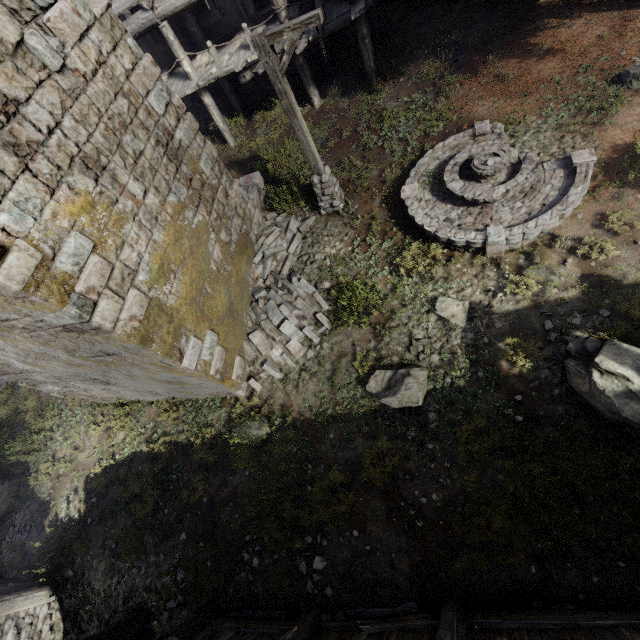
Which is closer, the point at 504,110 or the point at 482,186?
the point at 482,186

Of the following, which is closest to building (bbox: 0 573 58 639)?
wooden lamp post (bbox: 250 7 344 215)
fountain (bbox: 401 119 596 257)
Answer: wooden lamp post (bbox: 250 7 344 215)

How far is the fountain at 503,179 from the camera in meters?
7.1 m

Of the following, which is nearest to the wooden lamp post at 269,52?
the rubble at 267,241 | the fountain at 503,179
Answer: the rubble at 267,241

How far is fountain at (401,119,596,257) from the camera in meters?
7.1 m

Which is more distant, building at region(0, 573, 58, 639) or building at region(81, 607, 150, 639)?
building at region(0, 573, 58, 639)

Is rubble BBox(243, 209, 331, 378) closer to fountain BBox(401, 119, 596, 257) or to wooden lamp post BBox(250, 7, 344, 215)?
wooden lamp post BBox(250, 7, 344, 215)

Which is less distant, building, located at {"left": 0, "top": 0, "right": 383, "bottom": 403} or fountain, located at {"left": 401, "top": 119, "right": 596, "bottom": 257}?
building, located at {"left": 0, "top": 0, "right": 383, "bottom": 403}
